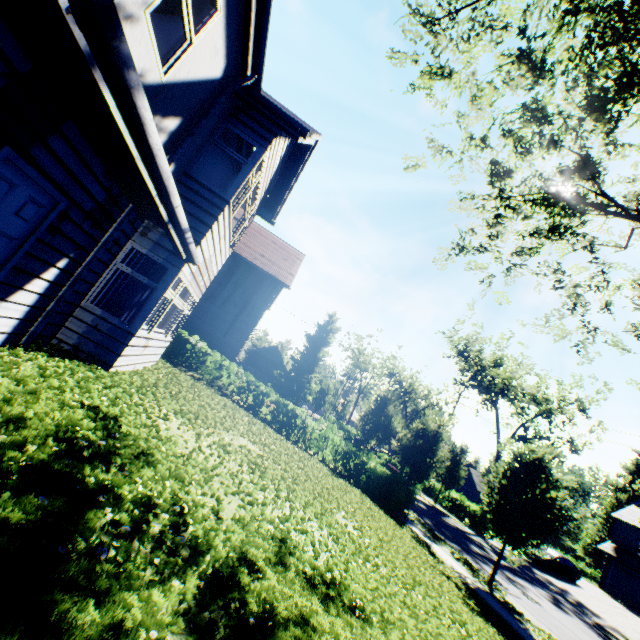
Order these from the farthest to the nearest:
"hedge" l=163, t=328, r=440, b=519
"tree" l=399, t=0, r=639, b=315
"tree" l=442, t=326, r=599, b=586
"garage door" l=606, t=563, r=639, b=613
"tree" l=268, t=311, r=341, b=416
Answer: "tree" l=268, t=311, r=341, b=416
"garage door" l=606, t=563, r=639, b=613
"hedge" l=163, t=328, r=440, b=519
"tree" l=442, t=326, r=599, b=586
"tree" l=399, t=0, r=639, b=315

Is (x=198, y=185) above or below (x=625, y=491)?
below

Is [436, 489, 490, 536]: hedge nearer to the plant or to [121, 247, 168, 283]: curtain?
the plant

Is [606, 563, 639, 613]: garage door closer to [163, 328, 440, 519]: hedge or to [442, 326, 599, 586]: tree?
[442, 326, 599, 586]: tree

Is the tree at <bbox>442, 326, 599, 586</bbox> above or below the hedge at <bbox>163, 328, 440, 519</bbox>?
above

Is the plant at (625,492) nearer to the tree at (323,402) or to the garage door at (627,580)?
the tree at (323,402)

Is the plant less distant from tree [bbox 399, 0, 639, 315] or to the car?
tree [bbox 399, 0, 639, 315]

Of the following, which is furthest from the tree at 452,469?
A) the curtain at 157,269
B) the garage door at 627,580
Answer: the garage door at 627,580
